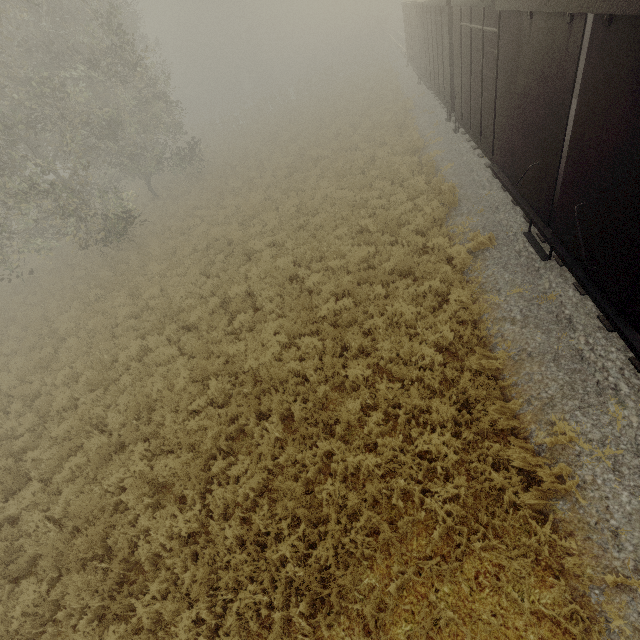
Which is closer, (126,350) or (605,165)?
(605,165)

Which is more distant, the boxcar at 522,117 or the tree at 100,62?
the tree at 100,62

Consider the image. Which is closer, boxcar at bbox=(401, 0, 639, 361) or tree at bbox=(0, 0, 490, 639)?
boxcar at bbox=(401, 0, 639, 361)
